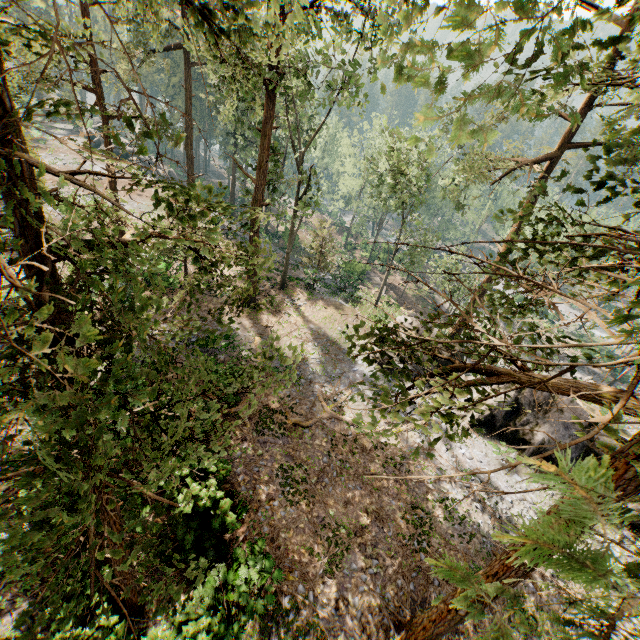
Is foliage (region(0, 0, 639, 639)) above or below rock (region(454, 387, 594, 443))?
above

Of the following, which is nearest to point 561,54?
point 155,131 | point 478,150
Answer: point 155,131

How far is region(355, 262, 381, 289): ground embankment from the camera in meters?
42.2

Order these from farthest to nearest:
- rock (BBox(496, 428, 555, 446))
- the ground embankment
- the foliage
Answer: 1. the ground embankment
2. rock (BBox(496, 428, 555, 446))
3. the foliage

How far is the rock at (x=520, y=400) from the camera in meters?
18.2 m

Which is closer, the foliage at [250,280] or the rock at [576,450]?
the foliage at [250,280]

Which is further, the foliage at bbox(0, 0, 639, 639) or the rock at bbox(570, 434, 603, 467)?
the rock at bbox(570, 434, 603, 467)

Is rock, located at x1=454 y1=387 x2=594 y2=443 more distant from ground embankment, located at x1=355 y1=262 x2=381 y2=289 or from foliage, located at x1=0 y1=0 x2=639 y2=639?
ground embankment, located at x1=355 y1=262 x2=381 y2=289
